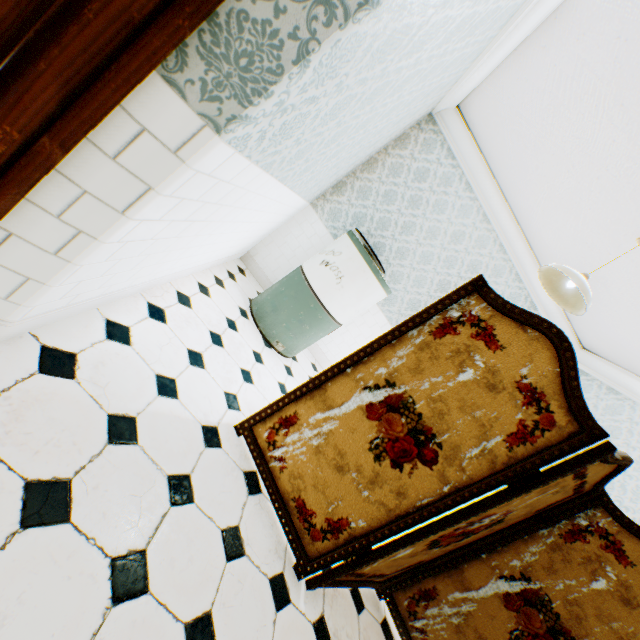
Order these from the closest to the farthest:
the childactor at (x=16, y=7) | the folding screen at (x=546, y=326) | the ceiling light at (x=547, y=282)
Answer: the childactor at (x=16, y=7) → the folding screen at (x=546, y=326) → the ceiling light at (x=547, y=282)

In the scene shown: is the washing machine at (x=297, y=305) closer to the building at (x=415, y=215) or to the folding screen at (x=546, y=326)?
the building at (x=415, y=215)

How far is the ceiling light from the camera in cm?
239

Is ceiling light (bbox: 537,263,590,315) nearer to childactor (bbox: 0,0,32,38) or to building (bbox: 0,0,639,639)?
building (bbox: 0,0,639,639)

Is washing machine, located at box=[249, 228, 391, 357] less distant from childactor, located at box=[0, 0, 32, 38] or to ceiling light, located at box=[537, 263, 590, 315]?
ceiling light, located at box=[537, 263, 590, 315]

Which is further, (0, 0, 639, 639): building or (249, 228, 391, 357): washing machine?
(249, 228, 391, 357): washing machine

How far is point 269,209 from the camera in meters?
2.6

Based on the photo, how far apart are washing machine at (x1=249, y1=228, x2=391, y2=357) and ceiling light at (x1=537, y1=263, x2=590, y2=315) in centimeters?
134cm
